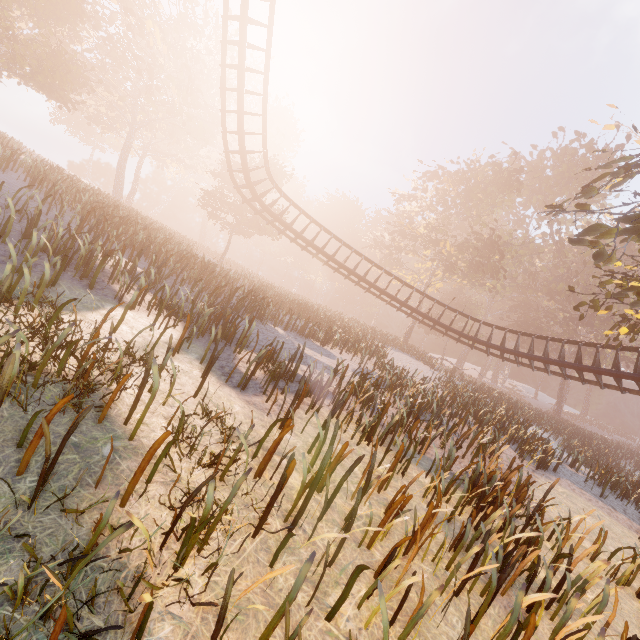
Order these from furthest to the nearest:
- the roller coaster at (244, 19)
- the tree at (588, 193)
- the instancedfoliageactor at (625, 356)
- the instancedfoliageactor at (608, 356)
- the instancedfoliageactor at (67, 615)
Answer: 1. the instancedfoliageactor at (608, 356)
2. the instancedfoliageactor at (625, 356)
3. the roller coaster at (244, 19)
4. the tree at (588, 193)
5. the instancedfoliageactor at (67, 615)

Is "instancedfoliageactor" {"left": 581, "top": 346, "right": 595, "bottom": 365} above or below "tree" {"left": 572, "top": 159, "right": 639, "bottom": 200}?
below

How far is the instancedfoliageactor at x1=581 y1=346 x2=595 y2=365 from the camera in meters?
41.2

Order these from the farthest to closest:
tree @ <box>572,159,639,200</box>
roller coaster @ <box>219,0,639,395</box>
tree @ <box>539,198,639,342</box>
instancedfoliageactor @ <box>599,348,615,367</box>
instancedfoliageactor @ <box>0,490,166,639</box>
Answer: instancedfoliageactor @ <box>599,348,615,367</box>
roller coaster @ <box>219,0,639,395</box>
tree @ <box>572,159,639,200</box>
tree @ <box>539,198,639,342</box>
instancedfoliageactor @ <box>0,490,166,639</box>

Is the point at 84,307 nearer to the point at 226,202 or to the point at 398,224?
the point at 226,202

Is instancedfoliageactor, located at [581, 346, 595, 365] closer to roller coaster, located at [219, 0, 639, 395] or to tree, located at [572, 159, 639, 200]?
tree, located at [572, 159, 639, 200]

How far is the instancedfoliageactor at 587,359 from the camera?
41.19m

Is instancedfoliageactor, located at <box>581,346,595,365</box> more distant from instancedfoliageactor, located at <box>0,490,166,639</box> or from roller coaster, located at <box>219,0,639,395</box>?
instancedfoliageactor, located at <box>0,490,166,639</box>
